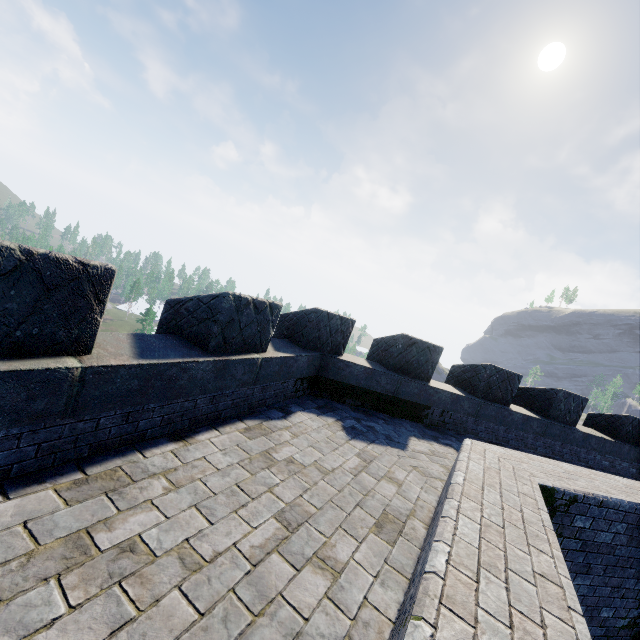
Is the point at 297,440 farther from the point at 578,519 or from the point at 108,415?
the point at 578,519
